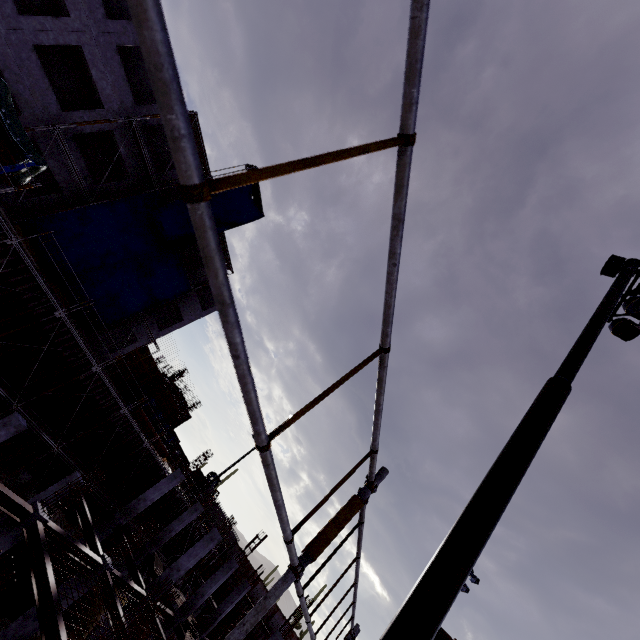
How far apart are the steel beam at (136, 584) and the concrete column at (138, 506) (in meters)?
4.49

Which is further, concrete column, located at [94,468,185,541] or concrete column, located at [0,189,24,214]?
concrete column, located at [94,468,185,541]

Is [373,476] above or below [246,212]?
below

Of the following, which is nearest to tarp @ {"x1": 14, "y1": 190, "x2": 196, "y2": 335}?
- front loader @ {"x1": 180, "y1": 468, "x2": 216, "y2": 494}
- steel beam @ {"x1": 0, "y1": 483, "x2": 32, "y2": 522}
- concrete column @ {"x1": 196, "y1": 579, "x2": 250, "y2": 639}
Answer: steel beam @ {"x1": 0, "y1": 483, "x2": 32, "y2": 522}

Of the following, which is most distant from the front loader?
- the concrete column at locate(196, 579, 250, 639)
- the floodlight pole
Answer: the floodlight pole

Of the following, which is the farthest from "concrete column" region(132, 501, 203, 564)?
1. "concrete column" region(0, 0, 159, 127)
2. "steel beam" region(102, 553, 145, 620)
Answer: "concrete column" region(0, 0, 159, 127)

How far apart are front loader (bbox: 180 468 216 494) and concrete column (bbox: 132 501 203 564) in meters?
15.1 m

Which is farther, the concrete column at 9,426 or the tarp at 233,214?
the tarp at 233,214
